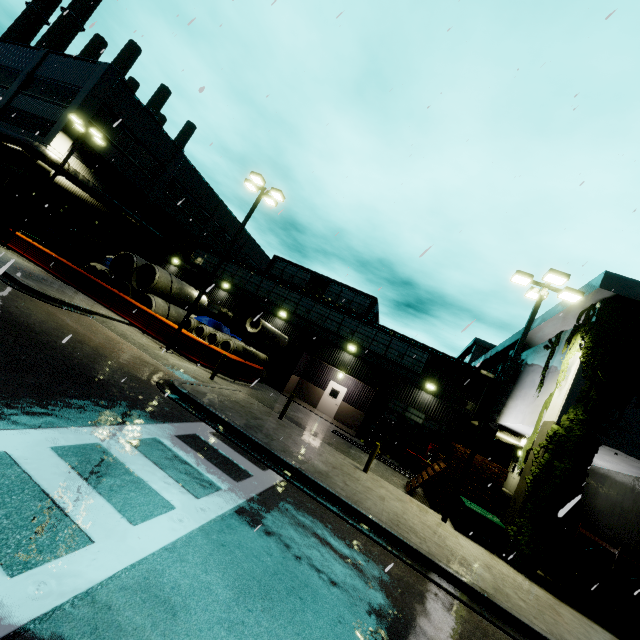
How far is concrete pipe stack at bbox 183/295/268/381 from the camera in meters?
19.5 m

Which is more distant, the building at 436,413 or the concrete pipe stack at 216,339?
the building at 436,413

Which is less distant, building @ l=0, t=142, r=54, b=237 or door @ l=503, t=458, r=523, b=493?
building @ l=0, t=142, r=54, b=237

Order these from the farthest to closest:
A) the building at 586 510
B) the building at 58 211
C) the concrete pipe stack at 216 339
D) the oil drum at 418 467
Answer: the building at 58 211 < the concrete pipe stack at 216 339 < the oil drum at 418 467 < the building at 586 510

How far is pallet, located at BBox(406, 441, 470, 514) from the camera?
12.81m

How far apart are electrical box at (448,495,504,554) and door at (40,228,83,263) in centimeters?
1950cm

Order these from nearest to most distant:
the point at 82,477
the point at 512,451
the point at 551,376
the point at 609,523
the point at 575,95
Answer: the point at 82,477 → the point at 575,95 → the point at 609,523 → the point at 551,376 → the point at 512,451

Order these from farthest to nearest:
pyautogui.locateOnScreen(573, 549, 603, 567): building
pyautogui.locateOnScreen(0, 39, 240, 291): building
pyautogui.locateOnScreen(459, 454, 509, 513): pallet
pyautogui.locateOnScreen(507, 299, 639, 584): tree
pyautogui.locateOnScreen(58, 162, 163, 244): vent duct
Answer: A: pyautogui.locateOnScreen(0, 39, 240, 291): building → pyautogui.locateOnScreen(58, 162, 163, 244): vent duct → pyautogui.locateOnScreen(573, 549, 603, 567): building → pyautogui.locateOnScreen(459, 454, 509, 513): pallet → pyautogui.locateOnScreen(507, 299, 639, 584): tree
